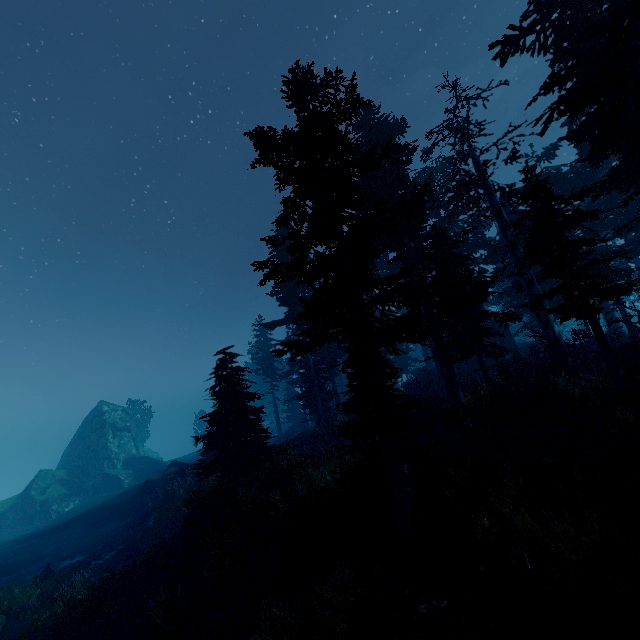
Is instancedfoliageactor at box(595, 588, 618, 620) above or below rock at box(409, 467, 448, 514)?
below

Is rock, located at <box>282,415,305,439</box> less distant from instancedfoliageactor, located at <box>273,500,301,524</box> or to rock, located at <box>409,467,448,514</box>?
instancedfoliageactor, located at <box>273,500,301,524</box>

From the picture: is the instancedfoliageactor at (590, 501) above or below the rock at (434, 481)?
below

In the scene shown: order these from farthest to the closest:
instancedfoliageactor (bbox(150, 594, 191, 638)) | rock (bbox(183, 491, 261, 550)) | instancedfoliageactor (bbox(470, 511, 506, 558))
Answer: rock (bbox(183, 491, 261, 550)) → instancedfoliageactor (bbox(150, 594, 191, 638)) → instancedfoliageactor (bbox(470, 511, 506, 558))

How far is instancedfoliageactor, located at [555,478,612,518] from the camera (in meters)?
7.16

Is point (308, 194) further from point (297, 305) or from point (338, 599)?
point (297, 305)

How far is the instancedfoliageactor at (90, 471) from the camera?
44.34m

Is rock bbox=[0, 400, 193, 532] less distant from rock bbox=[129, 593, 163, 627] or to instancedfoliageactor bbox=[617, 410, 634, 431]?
instancedfoliageactor bbox=[617, 410, 634, 431]
